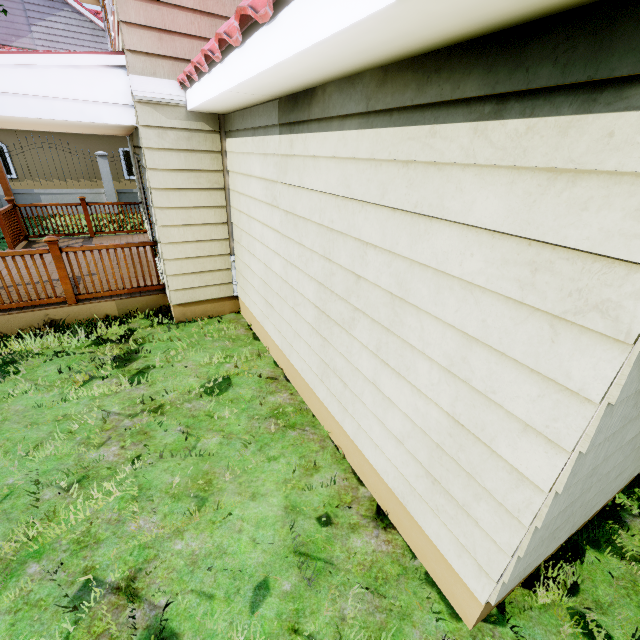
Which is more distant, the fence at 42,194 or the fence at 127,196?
the fence at 127,196

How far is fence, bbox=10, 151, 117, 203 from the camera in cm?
1208

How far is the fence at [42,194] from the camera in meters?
12.1 m

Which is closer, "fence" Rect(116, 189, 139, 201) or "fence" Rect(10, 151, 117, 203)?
"fence" Rect(10, 151, 117, 203)

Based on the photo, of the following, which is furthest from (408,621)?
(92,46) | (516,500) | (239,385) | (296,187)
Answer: (92,46)
